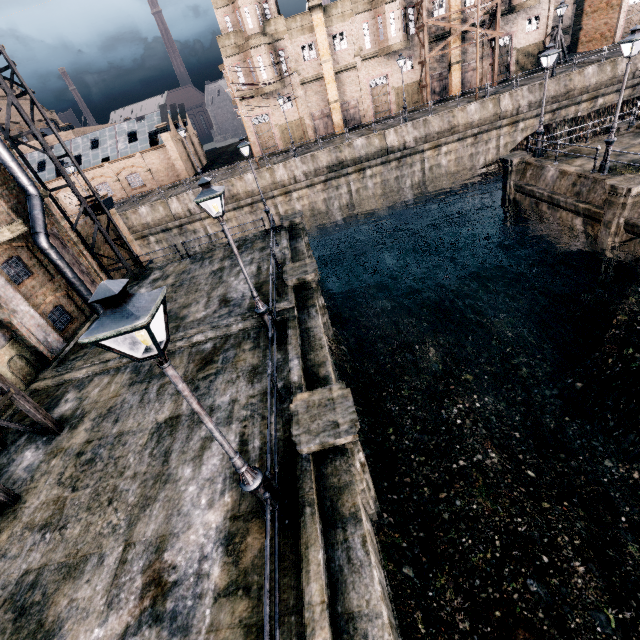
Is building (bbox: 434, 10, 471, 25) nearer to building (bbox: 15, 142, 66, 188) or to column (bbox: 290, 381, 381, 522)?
building (bbox: 15, 142, 66, 188)

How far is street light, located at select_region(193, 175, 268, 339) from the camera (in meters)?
8.54

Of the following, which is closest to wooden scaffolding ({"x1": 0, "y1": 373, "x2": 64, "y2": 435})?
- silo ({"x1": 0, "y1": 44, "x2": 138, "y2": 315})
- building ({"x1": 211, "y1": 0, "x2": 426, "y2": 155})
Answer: silo ({"x1": 0, "y1": 44, "x2": 138, "y2": 315})

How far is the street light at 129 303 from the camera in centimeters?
353cm

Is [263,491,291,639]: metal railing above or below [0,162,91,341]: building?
below

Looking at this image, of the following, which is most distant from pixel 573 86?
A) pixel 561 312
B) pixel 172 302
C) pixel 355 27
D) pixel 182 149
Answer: pixel 182 149

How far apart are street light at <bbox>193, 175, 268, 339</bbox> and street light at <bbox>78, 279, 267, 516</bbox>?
5.6m

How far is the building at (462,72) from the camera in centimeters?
3881cm
